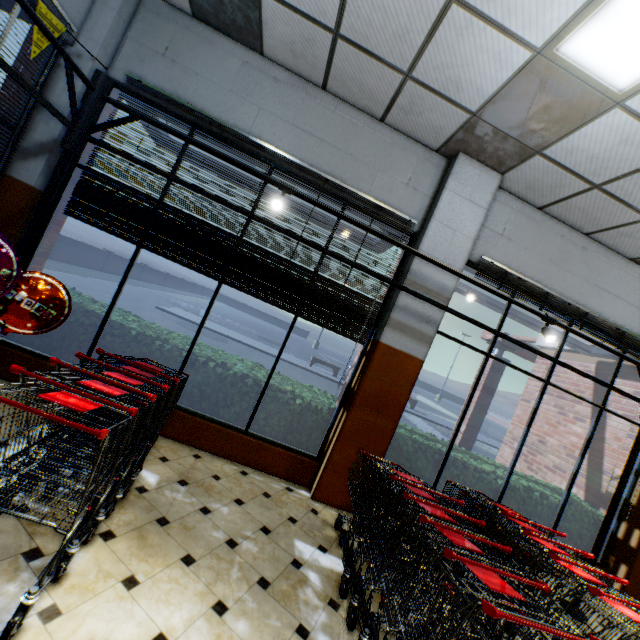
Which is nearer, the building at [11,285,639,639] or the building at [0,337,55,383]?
the building at [11,285,639,639]

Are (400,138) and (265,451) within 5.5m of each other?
yes

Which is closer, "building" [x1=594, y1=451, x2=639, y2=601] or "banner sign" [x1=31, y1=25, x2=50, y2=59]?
"banner sign" [x1=31, y1=25, x2=50, y2=59]

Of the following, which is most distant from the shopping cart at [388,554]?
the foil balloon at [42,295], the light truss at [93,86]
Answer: the foil balloon at [42,295]

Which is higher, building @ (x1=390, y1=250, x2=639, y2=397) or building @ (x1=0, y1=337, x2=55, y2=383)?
building @ (x1=390, y1=250, x2=639, y2=397)

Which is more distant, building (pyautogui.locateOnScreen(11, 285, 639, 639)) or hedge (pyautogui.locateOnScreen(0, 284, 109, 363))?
hedge (pyautogui.locateOnScreen(0, 284, 109, 363))

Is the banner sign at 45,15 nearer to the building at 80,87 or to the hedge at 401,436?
the building at 80,87

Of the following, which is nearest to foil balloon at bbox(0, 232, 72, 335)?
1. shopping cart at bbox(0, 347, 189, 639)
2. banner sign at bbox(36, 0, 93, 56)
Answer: shopping cart at bbox(0, 347, 189, 639)
